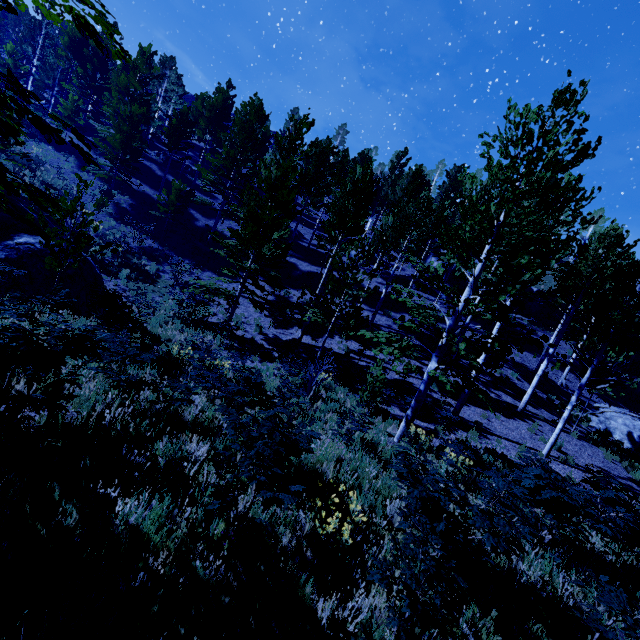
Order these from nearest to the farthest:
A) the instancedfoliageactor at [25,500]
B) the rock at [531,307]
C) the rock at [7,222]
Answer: the instancedfoliageactor at [25,500]
the rock at [7,222]
the rock at [531,307]

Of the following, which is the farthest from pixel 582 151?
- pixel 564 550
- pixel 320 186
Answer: pixel 320 186

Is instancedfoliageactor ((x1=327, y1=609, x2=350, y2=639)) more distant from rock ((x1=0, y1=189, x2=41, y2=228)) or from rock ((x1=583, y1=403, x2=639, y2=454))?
rock ((x1=583, y1=403, x2=639, y2=454))

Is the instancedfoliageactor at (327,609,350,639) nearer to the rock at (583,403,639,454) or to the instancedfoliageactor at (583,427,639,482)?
the instancedfoliageactor at (583,427,639,482)

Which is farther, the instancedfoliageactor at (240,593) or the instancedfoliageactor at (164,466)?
the instancedfoliageactor at (164,466)

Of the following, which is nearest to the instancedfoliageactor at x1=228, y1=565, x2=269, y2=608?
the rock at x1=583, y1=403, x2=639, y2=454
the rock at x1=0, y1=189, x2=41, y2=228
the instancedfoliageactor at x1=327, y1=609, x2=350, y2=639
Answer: the rock at x1=583, y1=403, x2=639, y2=454

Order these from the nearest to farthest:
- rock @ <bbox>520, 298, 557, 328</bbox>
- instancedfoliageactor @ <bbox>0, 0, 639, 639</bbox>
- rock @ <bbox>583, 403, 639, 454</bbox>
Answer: instancedfoliageactor @ <bbox>0, 0, 639, 639</bbox> → rock @ <bbox>583, 403, 639, 454</bbox> → rock @ <bbox>520, 298, 557, 328</bbox>

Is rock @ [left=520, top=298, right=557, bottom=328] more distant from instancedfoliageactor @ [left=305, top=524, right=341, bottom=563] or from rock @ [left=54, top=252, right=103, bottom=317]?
rock @ [left=54, top=252, right=103, bottom=317]
